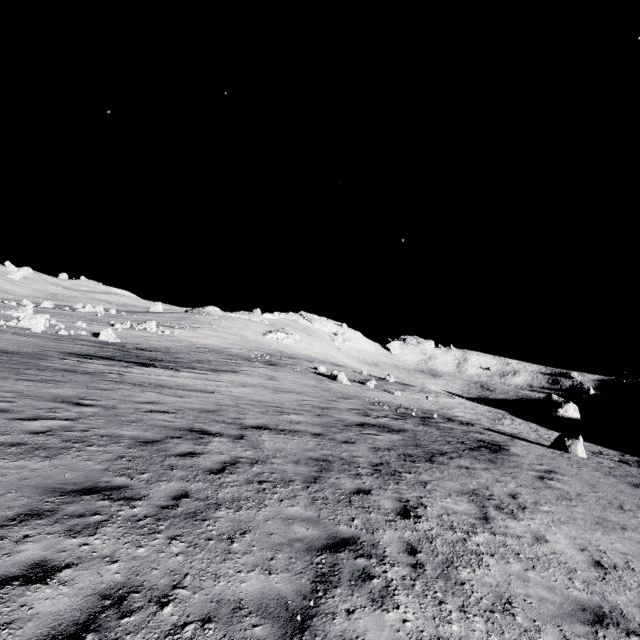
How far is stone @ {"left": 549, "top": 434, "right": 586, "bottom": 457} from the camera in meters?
19.6

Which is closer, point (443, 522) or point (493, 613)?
point (493, 613)

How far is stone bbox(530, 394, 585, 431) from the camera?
40.0m

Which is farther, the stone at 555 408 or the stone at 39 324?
the stone at 555 408

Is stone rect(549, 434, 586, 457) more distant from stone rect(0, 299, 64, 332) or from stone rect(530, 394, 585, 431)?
stone rect(0, 299, 64, 332)

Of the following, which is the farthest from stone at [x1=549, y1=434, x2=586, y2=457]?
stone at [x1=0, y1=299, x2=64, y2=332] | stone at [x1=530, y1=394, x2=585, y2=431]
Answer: stone at [x1=0, y1=299, x2=64, y2=332]

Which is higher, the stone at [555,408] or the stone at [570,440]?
the stone at [555,408]
